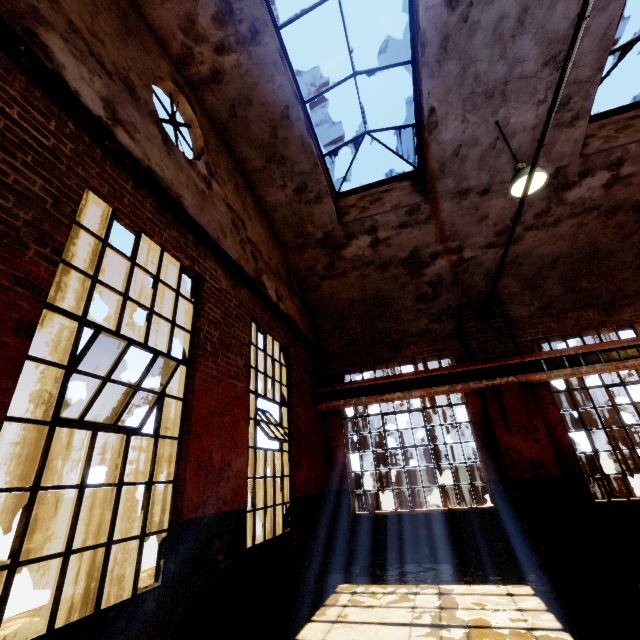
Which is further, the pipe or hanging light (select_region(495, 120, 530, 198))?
hanging light (select_region(495, 120, 530, 198))

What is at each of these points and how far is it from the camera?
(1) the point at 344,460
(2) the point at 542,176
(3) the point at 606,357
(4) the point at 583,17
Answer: (1) building, 8.2 meters
(2) hanging light, 5.1 meters
(3) beam, 6.8 meters
(4) pipe, 2.6 meters

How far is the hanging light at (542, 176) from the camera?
5.1m

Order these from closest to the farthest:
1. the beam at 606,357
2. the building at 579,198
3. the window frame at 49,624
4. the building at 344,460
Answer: the window frame at 49,624
the building at 579,198
the building at 344,460
the beam at 606,357

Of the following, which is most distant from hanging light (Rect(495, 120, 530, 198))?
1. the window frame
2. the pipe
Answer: the window frame

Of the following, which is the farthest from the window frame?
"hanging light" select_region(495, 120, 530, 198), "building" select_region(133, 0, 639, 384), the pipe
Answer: "hanging light" select_region(495, 120, 530, 198)

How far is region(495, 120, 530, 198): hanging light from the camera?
5.1 meters
